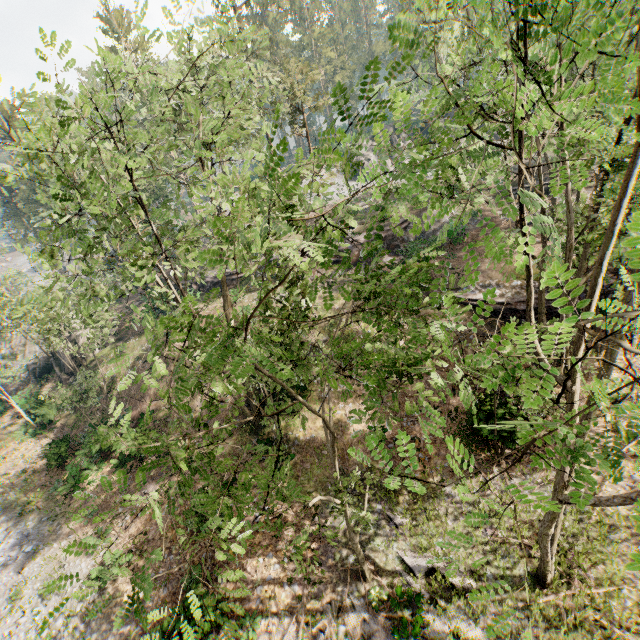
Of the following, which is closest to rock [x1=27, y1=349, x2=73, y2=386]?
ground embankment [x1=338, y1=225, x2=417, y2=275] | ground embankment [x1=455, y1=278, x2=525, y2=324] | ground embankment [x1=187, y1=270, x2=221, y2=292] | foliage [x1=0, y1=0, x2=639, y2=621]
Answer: ground embankment [x1=187, y1=270, x2=221, y2=292]

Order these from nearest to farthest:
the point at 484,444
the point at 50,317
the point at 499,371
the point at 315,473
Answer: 1. the point at 499,371
2. the point at 484,444
3. the point at 315,473
4. the point at 50,317

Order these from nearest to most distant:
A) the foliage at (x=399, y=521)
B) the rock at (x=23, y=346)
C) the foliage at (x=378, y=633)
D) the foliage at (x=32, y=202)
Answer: the foliage at (x=32, y=202), the foliage at (x=378, y=633), the foliage at (x=399, y=521), the rock at (x=23, y=346)

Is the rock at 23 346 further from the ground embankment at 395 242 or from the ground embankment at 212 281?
the ground embankment at 395 242

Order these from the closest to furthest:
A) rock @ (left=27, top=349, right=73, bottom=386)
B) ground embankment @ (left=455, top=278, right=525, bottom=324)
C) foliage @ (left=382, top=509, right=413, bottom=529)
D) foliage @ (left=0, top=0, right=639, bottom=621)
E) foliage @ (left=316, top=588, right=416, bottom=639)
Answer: foliage @ (left=0, top=0, right=639, bottom=621)
foliage @ (left=316, top=588, right=416, bottom=639)
foliage @ (left=382, top=509, right=413, bottom=529)
ground embankment @ (left=455, top=278, right=525, bottom=324)
rock @ (left=27, top=349, right=73, bottom=386)

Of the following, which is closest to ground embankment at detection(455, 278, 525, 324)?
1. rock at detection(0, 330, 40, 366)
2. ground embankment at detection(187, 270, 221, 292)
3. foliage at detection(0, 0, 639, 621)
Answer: foliage at detection(0, 0, 639, 621)

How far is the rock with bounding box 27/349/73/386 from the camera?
31.8 meters

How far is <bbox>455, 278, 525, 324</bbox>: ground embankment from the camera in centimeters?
1938cm
